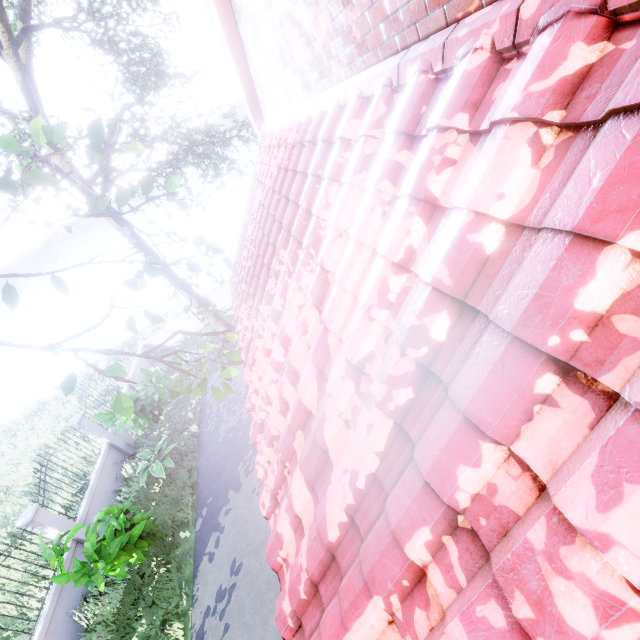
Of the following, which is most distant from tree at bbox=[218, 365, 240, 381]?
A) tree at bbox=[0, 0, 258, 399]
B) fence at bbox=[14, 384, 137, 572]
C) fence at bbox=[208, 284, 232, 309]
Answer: fence at bbox=[208, 284, 232, 309]

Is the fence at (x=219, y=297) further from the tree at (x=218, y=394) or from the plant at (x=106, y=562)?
the tree at (x=218, y=394)

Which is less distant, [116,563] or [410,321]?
[410,321]

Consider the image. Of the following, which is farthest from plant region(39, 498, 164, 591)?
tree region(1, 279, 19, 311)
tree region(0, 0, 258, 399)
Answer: tree region(0, 0, 258, 399)

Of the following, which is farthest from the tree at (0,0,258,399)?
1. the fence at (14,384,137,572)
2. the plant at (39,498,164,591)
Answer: the plant at (39,498,164,591)

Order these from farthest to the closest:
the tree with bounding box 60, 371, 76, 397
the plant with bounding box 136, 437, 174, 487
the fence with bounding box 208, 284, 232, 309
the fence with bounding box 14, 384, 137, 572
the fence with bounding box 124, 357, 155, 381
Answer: the fence with bounding box 208, 284, 232, 309
the fence with bounding box 124, 357, 155, 381
the plant with bounding box 136, 437, 174, 487
the fence with bounding box 14, 384, 137, 572
the tree with bounding box 60, 371, 76, 397

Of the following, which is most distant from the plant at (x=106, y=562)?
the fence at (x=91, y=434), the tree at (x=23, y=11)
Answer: the tree at (x=23, y=11)

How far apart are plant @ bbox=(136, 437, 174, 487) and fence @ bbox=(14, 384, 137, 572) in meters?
1.8
